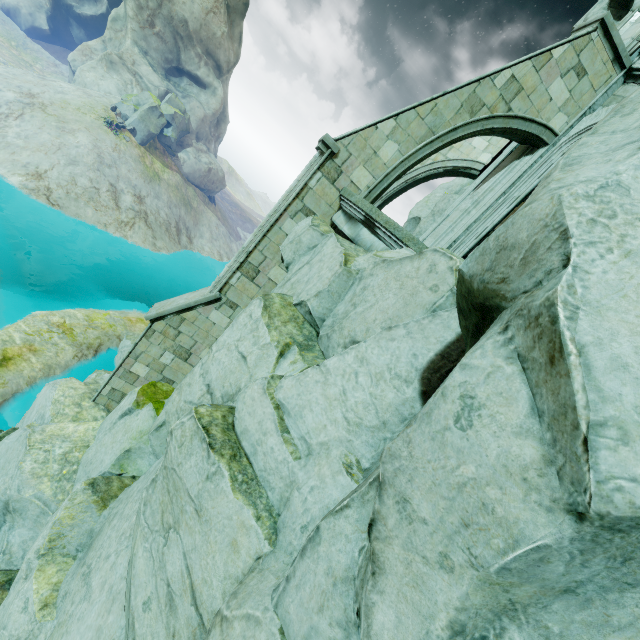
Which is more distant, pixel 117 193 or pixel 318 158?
pixel 117 193

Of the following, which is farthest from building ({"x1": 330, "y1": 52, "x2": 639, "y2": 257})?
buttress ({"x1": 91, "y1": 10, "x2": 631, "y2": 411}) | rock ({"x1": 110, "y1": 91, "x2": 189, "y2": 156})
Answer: rock ({"x1": 110, "y1": 91, "x2": 189, "y2": 156})

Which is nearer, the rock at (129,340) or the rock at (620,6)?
the rock at (620,6)

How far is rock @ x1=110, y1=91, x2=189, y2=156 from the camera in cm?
3234

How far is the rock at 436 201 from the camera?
18.95m

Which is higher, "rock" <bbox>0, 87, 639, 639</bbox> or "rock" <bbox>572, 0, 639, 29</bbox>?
"rock" <bbox>572, 0, 639, 29</bbox>

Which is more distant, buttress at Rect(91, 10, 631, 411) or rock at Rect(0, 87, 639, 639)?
buttress at Rect(91, 10, 631, 411)

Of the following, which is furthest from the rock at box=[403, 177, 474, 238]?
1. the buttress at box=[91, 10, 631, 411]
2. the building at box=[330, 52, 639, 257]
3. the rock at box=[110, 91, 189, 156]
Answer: the rock at box=[110, 91, 189, 156]
